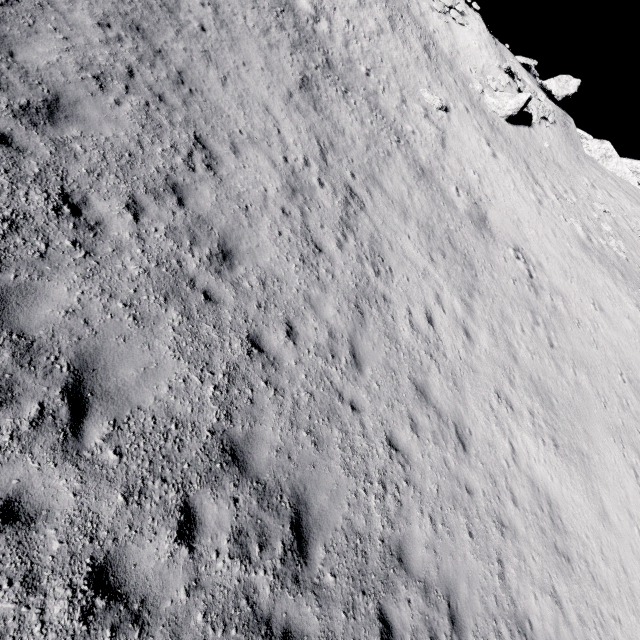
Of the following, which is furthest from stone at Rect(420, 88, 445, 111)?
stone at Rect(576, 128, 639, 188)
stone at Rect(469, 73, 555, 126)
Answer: stone at Rect(576, 128, 639, 188)

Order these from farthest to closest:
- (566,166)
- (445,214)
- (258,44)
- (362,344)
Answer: (566,166) → (445,214) → (258,44) → (362,344)

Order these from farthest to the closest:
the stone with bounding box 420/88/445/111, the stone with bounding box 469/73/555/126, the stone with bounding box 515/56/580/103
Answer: the stone with bounding box 515/56/580/103, the stone with bounding box 469/73/555/126, the stone with bounding box 420/88/445/111

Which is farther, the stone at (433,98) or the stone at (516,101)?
the stone at (516,101)

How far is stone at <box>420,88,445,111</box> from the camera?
21.2 meters

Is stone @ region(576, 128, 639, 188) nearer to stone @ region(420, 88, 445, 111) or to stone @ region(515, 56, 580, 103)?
stone @ region(515, 56, 580, 103)

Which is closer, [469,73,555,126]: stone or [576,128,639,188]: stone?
[469,73,555,126]: stone

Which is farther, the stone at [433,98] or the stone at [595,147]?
the stone at [595,147]
